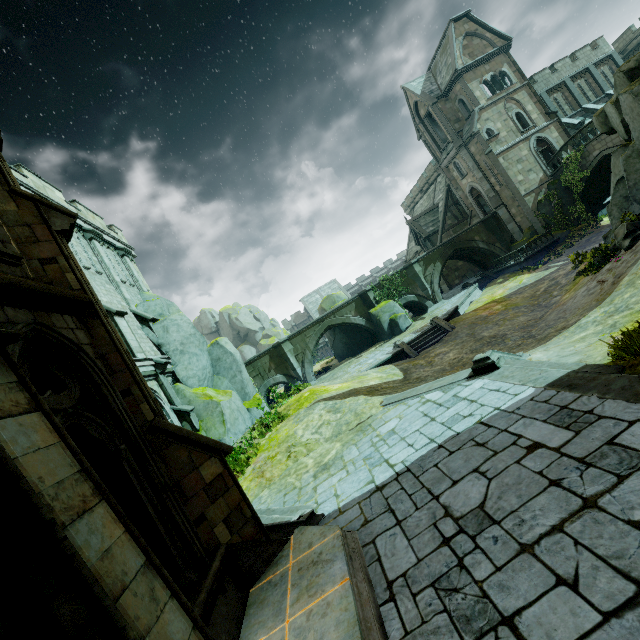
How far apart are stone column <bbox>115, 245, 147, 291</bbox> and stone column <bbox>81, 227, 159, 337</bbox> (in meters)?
1.95

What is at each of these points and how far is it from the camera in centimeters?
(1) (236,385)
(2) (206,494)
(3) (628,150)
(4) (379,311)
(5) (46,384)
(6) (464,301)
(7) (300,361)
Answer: (1) rock, 1873cm
(2) stone column, 537cm
(3) rock, 1292cm
(4) rock, 2883cm
(5) stone column, 521cm
(6) wall trim, 2533cm
(7) bridge, 2945cm

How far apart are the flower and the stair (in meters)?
7.94

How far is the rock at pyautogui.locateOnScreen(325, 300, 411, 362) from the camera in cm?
2772

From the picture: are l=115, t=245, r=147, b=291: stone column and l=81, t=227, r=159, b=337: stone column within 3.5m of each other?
yes

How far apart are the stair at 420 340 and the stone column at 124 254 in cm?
1696

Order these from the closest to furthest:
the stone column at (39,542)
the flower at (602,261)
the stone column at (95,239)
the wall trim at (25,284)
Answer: the stone column at (39,542)
the wall trim at (25,284)
the flower at (602,261)
the stone column at (95,239)

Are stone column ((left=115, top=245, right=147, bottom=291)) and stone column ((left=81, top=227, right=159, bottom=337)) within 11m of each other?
yes
